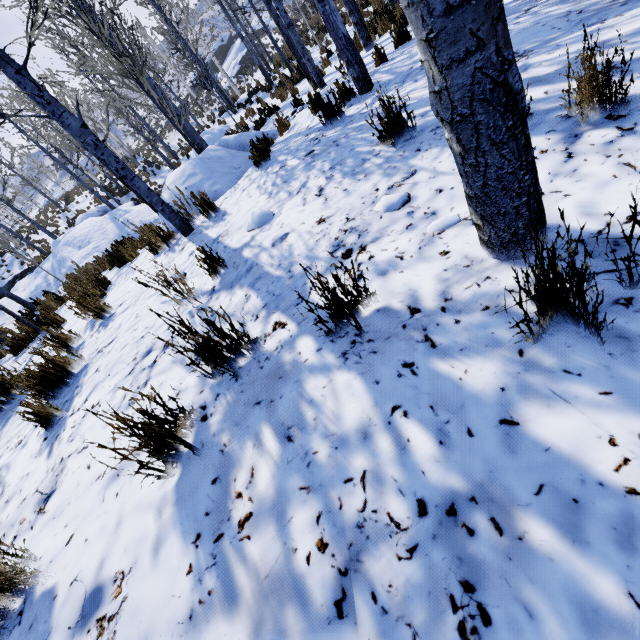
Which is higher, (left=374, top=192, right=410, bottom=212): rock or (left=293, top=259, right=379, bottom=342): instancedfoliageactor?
(left=293, top=259, right=379, bottom=342): instancedfoliageactor

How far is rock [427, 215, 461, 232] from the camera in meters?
1.7 m

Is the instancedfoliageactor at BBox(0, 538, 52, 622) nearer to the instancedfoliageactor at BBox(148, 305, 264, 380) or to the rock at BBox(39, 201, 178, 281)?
the instancedfoliageactor at BBox(148, 305, 264, 380)

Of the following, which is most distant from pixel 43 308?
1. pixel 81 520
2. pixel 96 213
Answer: pixel 96 213

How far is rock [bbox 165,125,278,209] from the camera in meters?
5.2 m

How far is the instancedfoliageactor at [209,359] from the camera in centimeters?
156cm

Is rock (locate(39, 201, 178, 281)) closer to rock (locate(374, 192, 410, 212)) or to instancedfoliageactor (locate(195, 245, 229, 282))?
instancedfoliageactor (locate(195, 245, 229, 282))

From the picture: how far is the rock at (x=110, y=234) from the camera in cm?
1189
